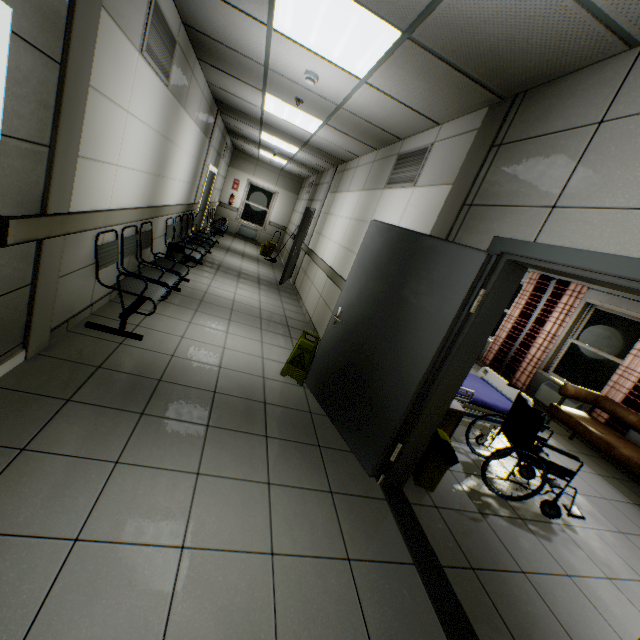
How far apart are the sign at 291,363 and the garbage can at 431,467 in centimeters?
153cm

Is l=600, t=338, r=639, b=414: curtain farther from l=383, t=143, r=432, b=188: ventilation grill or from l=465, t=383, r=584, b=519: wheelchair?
l=383, t=143, r=432, b=188: ventilation grill

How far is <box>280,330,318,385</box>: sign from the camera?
3.8m

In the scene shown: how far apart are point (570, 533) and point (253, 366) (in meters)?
3.66

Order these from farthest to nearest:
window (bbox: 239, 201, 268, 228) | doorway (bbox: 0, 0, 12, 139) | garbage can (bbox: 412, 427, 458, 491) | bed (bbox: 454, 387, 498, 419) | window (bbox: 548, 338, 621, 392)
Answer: window (bbox: 239, 201, 268, 228), window (bbox: 548, 338, 621, 392), bed (bbox: 454, 387, 498, 419), garbage can (bbox: 412, 427, 458, 491), doorway (bbox: 0, 0, 12, 139)

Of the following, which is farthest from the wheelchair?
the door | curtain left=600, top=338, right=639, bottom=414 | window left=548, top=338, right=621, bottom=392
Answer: window left=548, top=338, right=621, bottom=392

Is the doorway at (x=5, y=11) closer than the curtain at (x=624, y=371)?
Yes

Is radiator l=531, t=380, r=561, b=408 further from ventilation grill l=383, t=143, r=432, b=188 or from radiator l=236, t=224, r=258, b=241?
radiator l=236, t=224, r=258, b=241
